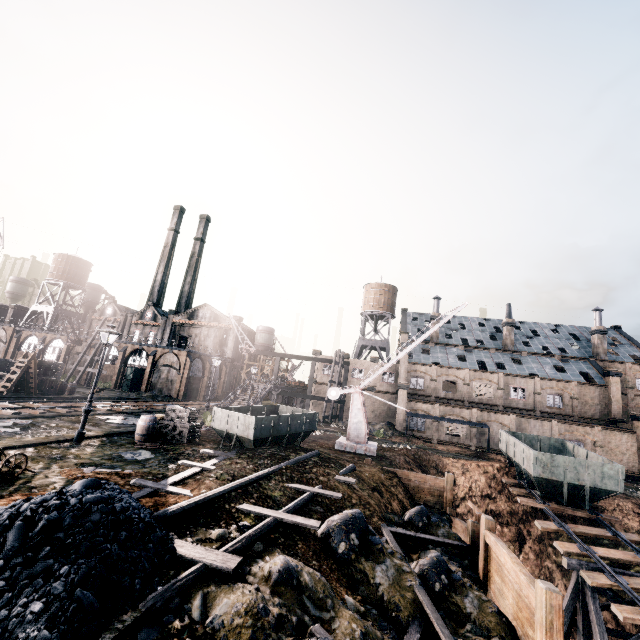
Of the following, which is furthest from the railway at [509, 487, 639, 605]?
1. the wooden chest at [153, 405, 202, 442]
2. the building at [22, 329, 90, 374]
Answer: the building at [22, 329, 90, 374]

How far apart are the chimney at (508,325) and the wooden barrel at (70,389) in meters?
59.7 m

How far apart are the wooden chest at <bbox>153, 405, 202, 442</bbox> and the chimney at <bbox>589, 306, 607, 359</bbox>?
56.12m

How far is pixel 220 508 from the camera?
9.5m

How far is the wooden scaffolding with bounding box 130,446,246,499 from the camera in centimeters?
1025cm

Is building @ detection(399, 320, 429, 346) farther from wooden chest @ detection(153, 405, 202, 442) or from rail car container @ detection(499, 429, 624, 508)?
wooden chest @ detection(153, 405, 202, 442)

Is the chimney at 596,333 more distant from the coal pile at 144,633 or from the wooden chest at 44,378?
the wooden chest at 44,378

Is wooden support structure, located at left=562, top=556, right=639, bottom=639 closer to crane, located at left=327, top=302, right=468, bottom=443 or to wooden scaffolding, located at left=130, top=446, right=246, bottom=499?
crane, located at left=327, top=302, right=468, bottom=443
